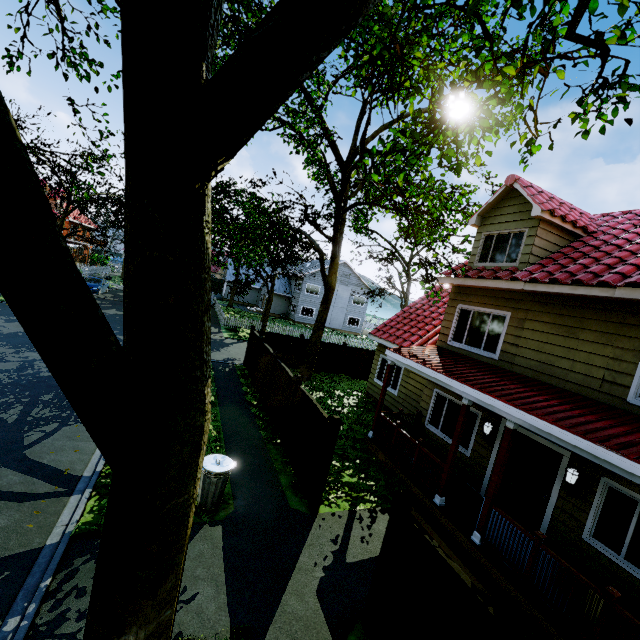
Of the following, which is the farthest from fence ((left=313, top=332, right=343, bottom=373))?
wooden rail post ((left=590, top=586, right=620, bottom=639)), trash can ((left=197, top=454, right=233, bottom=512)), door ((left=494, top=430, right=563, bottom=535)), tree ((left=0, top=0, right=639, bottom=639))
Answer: door ((left=494, top=430, right=563, bottom=535))

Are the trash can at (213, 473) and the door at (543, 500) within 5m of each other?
no

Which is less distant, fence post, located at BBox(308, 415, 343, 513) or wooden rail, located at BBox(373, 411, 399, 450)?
fence post, located at BBox(308, 415, 343, 513)

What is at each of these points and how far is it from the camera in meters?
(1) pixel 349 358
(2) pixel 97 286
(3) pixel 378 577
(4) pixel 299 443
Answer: (1) fence, 19.9 m
(2) car, 29.1 m
(3) fence post, 4.8 m
(4) fence, 8.7 m

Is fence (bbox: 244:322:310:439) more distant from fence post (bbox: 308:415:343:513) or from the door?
the door

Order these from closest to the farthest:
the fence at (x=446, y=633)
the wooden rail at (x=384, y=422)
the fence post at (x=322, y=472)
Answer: the fence at (x=446, y=633) → the fence post at (x=322, y=472) → the wooden rail at (x=384, y=422)

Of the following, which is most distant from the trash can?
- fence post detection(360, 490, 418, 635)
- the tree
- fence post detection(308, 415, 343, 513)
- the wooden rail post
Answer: the wooden rail post

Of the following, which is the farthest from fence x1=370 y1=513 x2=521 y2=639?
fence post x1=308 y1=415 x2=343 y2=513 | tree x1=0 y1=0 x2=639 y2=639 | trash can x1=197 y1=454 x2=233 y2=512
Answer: trash can x1=197 y1=454 x2=233 y2=512
